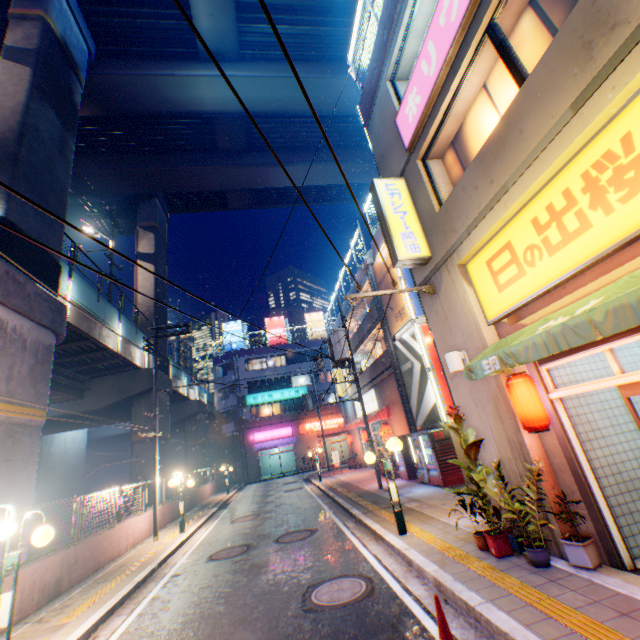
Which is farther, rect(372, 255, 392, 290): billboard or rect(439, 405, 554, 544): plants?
rect(372, 255, 392, 290): billboard

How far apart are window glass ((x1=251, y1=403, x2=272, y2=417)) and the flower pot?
37.29m

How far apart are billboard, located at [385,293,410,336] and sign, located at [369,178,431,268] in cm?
673

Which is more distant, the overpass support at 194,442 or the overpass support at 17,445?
the overpass support at 194,442

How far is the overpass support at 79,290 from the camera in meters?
14.9

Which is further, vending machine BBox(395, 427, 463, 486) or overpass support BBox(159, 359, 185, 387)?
overpass support BBox(159, 359, 185, 387)

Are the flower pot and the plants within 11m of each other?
yes

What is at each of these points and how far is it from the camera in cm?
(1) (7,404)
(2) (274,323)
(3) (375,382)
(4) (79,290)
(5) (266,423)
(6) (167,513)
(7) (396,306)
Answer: (1) overpass support, 926
(2) billboard, 4609
(3) building, 2108
(4) overpass support, 1510
(5) building, 3912
(6) concrete block, 1639
(7) billboard, 1597
